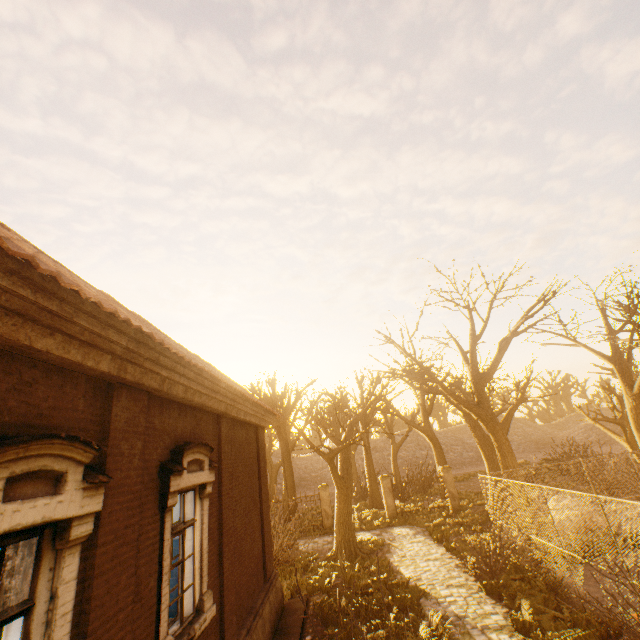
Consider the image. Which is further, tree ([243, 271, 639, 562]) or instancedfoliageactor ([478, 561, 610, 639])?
tree ([243, 271, 639, 562])

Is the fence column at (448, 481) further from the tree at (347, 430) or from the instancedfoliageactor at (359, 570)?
the instancedfoliageactor at (359, 570)

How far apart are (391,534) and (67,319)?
18.7m

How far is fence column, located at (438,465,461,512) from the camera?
19.9 meters

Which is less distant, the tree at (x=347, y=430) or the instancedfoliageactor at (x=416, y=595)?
the instancedfoliageactor at (x=416, y=595)

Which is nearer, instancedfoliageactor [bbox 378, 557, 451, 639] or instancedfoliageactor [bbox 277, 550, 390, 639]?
instancedfoliageactor [bbox 378, 557, 451, 639]

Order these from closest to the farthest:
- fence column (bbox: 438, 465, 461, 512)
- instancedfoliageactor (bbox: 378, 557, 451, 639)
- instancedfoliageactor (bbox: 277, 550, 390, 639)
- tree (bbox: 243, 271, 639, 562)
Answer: instancedfoliageactor (bbox: 378, 557, 451, 639) → instancedfoliageactor (bbox: 277, 550, 390, 639) → tree (bbox: 243, 271, 639, 562) → fence column (bbox: 438, 465, 461, 512)

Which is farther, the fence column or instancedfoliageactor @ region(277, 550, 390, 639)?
the fence column
